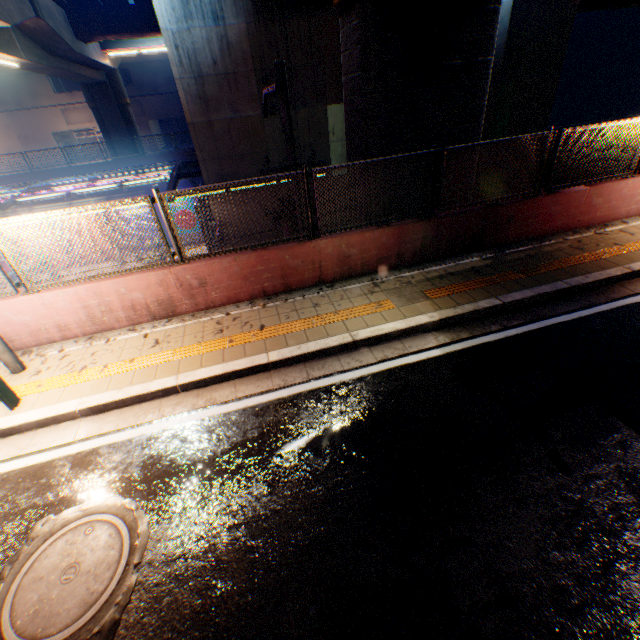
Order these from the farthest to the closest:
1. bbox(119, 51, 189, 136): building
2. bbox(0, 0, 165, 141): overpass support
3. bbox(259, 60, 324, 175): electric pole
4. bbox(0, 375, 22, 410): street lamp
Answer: bbox(119, 51, 189, 136): building < bbox(0, 0, 165, 141): overpass support < bbox(259, 60, 324, 175): electric pole < bbox(0, 375, 22, 410): street lamp

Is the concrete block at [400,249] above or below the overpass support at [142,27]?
below

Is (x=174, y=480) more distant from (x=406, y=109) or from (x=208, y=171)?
(x=208, y=171)

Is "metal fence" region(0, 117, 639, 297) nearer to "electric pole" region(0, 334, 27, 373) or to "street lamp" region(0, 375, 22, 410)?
"electric pole" region(0, 334, 27, 373)

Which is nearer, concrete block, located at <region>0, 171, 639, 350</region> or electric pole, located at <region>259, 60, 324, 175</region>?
concrete block, located at <region>0, 171, 639, 350</region>

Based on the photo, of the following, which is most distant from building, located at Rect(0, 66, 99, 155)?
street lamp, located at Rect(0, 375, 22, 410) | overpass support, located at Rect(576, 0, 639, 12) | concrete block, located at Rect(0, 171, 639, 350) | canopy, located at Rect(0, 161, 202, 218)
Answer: street lamp, located at Rect(0, 375, 22, 410)

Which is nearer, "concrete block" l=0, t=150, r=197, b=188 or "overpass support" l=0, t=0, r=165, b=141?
"overpass support" l=0, t=0, r=165, b=141

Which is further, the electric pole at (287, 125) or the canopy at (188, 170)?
the canopy at (188, 170)
